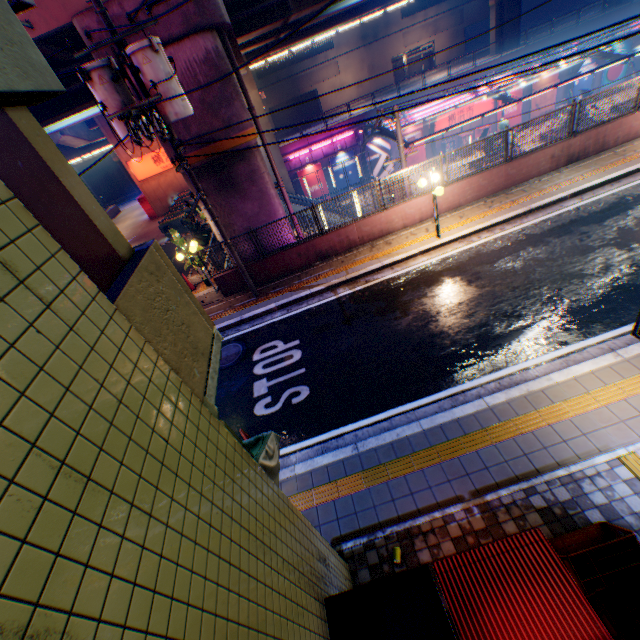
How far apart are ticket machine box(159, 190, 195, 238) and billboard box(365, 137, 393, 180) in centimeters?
1853cm

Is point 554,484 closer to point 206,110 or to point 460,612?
point 460,612

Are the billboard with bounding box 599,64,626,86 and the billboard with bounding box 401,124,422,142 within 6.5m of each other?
no

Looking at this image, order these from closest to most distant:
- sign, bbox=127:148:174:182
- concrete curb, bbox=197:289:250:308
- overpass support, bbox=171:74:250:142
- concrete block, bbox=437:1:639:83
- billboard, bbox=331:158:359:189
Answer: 1. overpass support, bbox=171:74:250:142
2. concrete curb, bbox=197:289:250:308
3. sign, bbox=127:148:174:182
4. concrete block, bbox=437:1:639:83
5. billboard, bbox=331:158:359:189

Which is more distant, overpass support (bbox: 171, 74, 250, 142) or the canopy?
the canopy

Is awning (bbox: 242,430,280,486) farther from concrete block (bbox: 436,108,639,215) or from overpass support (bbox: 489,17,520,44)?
overpass support (bbox: 489,17,520,44)

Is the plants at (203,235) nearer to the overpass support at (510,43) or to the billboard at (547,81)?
the overpass support at (510,43)

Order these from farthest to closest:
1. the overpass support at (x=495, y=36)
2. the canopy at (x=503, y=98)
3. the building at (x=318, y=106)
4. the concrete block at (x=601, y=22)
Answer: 1. the building at (x=318, y=106)
2. the overpass support at (x=495, y=36)
3. the concrete block at (x=601, y=22)
4. the canopy at (x=503, y=98)
